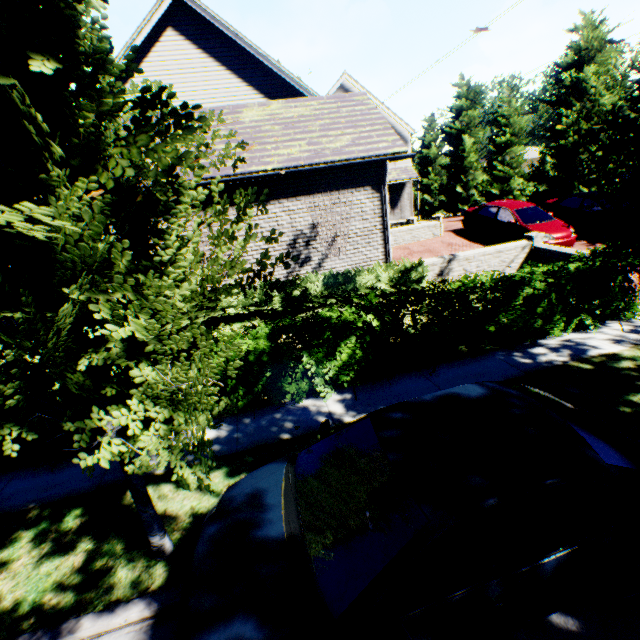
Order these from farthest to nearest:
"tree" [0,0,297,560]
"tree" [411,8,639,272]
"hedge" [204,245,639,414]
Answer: "hedge" [204,245,639,414], "tree" [411,8,639,272], "tree" [0,0,297,560]

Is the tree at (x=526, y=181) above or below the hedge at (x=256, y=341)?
above

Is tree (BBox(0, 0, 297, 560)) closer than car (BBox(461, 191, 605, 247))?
Yes

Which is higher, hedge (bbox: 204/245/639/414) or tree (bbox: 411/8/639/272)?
tree (bbox: 411/8/639/272)

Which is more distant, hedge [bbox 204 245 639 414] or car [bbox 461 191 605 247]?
car [bbox 461 191 605 247]

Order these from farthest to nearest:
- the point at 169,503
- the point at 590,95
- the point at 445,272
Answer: the point at 445,272 → the point at 169,503 → the point at 590,95

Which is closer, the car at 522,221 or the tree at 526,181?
the tree at 526,181

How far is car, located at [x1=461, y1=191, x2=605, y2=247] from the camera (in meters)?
12.51
